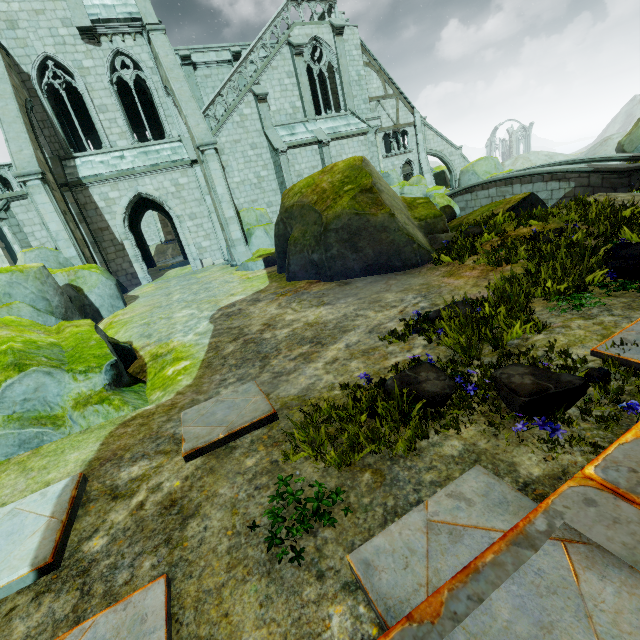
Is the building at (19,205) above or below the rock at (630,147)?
above

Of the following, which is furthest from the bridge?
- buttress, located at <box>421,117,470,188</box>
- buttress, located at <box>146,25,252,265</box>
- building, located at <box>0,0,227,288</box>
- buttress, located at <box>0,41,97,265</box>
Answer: buttress, located at <box>0,41,97,265</box>

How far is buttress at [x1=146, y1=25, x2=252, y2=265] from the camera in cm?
1489

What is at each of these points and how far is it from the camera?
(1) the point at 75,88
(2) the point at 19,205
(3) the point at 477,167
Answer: (1) building, 20.7m
(2) building, 16.5m
(3) rock, 26.2m

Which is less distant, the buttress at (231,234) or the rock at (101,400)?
the rock at (101,400)

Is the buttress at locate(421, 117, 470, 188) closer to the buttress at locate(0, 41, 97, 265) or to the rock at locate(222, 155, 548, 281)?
the rock at locate(222, 155, 548, 281)

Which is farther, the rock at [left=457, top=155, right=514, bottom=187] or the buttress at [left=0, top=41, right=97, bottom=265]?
the rock at [left=457, top=155, right=514, bottom=187]

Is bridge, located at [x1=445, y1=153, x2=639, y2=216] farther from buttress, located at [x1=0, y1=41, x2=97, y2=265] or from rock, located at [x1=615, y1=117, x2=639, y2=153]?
buttress, located at [x1=0, y1=41, x2=97, y2=265]
